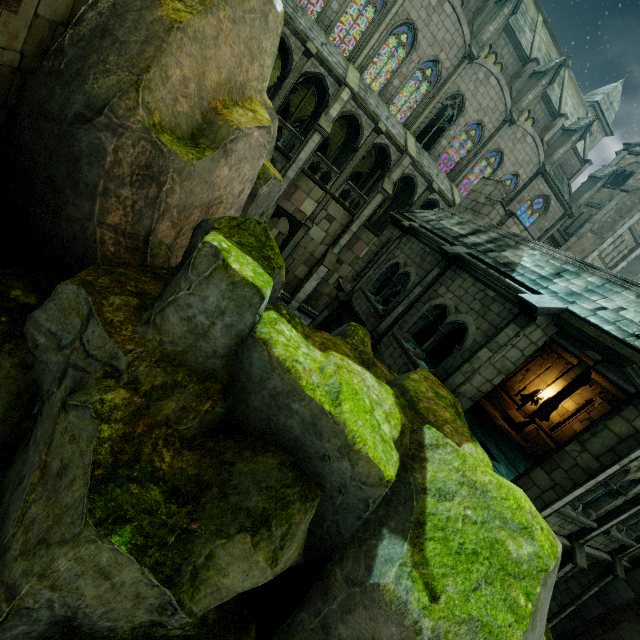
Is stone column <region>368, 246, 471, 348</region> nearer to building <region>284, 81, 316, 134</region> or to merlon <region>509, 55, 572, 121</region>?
building <region>284, 81, 316, 134</region>

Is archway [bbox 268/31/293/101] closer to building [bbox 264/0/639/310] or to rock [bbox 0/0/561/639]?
building [bbox 264/0/639/310]

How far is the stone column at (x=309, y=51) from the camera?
18.4 meters

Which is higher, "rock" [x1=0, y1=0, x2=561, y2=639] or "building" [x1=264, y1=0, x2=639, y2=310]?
"building" [x1=264, y1=0, x2=639, y2=310]

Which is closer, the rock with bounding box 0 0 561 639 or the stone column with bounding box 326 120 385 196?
the rock with bounding box 0 0 561 639

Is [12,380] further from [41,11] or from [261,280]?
[41,11]

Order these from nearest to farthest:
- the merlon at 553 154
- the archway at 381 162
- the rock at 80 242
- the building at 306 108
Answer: the rock at 80 242 < the archway at 381 162 < the building at 306 108 < the merlon at 553 154

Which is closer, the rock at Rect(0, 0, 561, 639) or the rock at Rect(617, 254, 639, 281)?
the rock at Rect(0, 0, 561, 639)
